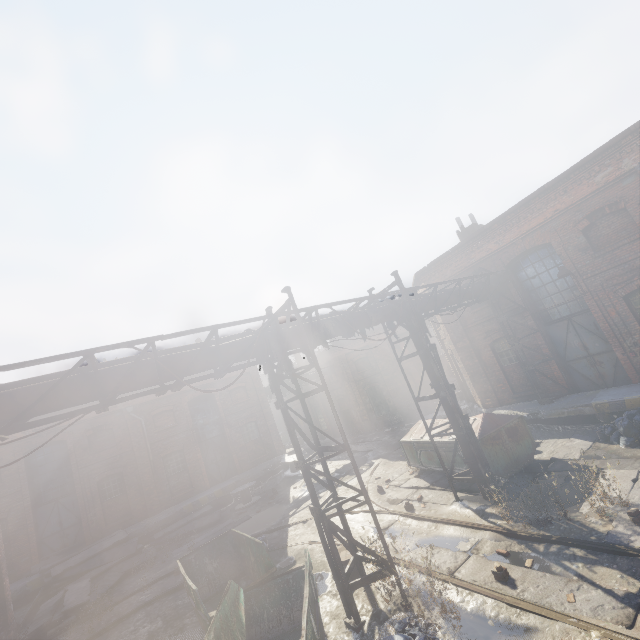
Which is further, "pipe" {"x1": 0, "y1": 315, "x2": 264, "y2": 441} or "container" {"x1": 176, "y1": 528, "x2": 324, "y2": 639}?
"container" {"x1": 176, "y1": 528, "x2": 324, "y2": 639}

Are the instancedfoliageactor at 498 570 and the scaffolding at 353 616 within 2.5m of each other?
yes

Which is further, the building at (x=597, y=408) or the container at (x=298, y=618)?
the building at (x=597, y=408)

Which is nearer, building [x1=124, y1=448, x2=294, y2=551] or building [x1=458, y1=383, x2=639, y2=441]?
building [x1=458, y1=383, x2=639, y2=441]

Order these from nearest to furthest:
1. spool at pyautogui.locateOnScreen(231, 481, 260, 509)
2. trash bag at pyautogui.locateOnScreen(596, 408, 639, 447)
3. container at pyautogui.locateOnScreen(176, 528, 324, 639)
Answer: container at pyautogui.locateOnScreen(176, 528, 324, 639) → trash bag at pyautogui.locateOnScreen(596, 408, 639, 447) → spool at pyautogui.locateOnScreen(231, 481, 260, 509)

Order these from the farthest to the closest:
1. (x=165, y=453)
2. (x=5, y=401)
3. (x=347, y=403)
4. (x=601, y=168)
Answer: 1. (x=347, y=403)
2. (x=165, y=453)
3. (x=601, y=168)
4. (x=5, y=401)

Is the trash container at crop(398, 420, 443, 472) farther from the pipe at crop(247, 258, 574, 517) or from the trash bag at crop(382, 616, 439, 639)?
the trash bag at crop(382, 616, 439, 639)

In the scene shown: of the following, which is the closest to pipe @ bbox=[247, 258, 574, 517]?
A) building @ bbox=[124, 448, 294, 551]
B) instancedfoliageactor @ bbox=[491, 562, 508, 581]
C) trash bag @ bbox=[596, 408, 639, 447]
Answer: instancedfoliageactor @ bbox=[491, 562, 508, 581]
